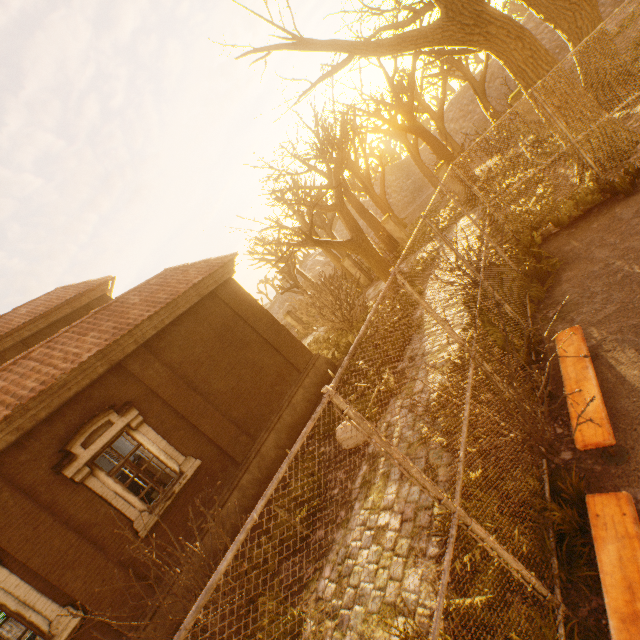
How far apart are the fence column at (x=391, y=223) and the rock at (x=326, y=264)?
31.9 meters

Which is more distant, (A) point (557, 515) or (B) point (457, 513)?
(A) point (557, 515)

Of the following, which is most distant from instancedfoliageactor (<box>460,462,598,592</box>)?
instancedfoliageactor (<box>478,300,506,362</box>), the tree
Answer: the tree

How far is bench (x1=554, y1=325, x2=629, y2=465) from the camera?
3.3m

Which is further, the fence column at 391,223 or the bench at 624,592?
the fence column at 391,223

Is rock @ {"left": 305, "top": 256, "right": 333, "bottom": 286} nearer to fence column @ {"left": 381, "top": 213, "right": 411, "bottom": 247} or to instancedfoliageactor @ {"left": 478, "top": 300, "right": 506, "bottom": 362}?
fence column @ {"left": 381, "top": 213, "right": 411, "bottom": 247}

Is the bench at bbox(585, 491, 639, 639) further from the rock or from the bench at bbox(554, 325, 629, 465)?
the rock

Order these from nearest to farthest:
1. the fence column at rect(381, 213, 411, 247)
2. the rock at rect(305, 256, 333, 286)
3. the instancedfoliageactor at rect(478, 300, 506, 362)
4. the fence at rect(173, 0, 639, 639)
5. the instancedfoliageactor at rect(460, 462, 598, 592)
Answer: the fence at rect(173, 0, 639, 639), the instancedfoliageactor at rect(460, 462, 598, 592), the instancedfoliageactor at rect(478, 300, 506, 362), the fence column at rect(381, 213, 411, 247), the rock at rect(305, 256, 333, 286)
